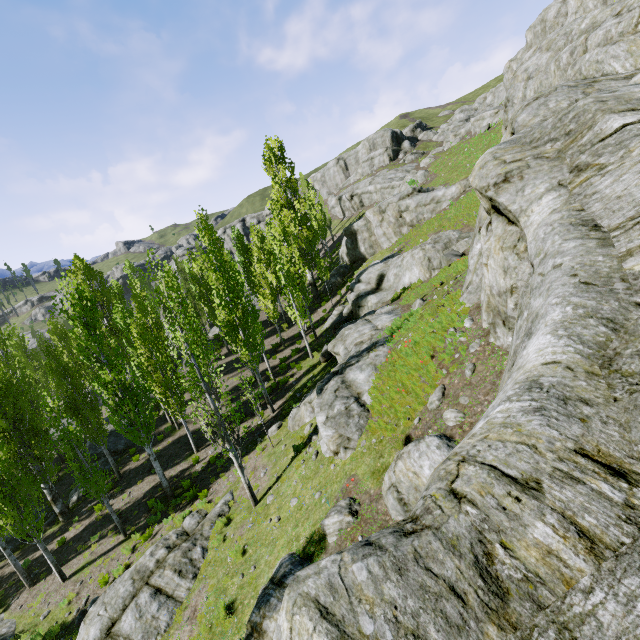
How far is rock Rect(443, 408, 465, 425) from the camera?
7.1 meters

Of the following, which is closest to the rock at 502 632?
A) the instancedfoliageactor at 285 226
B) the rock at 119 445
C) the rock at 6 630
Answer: the instancedfoliageactor at 285 226

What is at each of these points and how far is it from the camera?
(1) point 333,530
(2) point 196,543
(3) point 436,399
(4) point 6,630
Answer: (1) rock, 7.5m
(2) rock, 12.4m
(3) rock, 8.0m
(4) rock, 14.2m

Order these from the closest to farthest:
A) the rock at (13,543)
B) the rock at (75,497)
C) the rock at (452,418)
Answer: the rock at (452,418), the rock at (13,543), the rock at (75,497)

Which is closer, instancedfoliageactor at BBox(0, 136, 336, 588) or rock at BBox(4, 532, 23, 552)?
instancedfoliageactor at BBox(0, 136, 336, 588)

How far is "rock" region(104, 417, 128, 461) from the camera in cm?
2359

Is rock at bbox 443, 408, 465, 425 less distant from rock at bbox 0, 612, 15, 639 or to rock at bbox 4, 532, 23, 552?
rock at bbox 0, 612, 15, 639

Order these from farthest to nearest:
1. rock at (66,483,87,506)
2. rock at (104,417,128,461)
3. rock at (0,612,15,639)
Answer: rock at (104,417,128,461) → rock at (66,483,87,506) → rock at (0,612,15,639)
